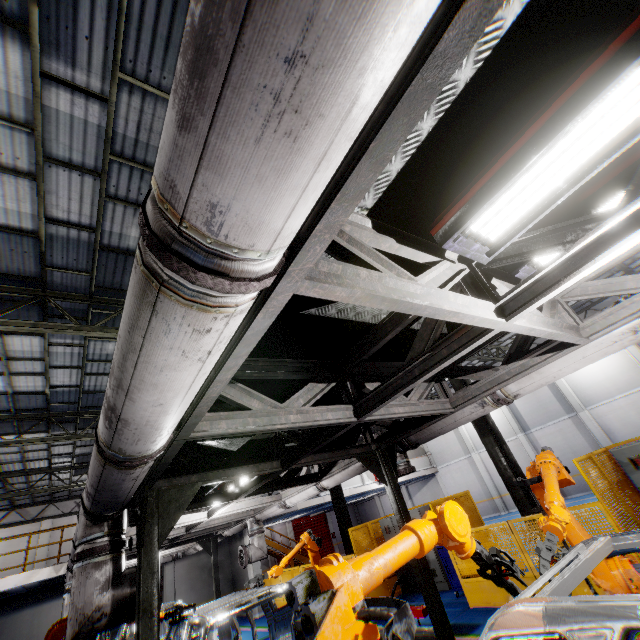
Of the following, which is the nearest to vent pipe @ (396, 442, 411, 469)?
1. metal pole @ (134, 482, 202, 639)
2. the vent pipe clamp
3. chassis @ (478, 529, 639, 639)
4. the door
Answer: chassis @ (478, 529, 639, 639)

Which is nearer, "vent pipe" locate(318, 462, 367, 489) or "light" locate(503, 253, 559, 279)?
→ "light" locate(503, 253, 559, 279)

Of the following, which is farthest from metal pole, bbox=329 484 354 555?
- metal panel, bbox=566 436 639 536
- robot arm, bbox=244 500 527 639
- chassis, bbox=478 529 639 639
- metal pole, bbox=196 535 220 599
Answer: robot arm, bbox=244 500 527 639

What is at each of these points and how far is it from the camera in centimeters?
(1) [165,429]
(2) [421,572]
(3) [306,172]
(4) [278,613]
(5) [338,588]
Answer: (1) vent pipe, 203cm
(2) metal pole, 498cm
(3) vent pipe, 85cm
(4) chassis, 630cm
(5) robot arm, 151cm

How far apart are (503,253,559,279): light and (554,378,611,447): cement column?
21.7m

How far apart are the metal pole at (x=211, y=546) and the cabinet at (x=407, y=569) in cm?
610

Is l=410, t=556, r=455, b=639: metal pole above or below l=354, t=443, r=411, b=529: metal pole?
below

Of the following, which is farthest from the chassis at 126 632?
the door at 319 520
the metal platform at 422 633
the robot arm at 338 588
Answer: the door at 319 520
